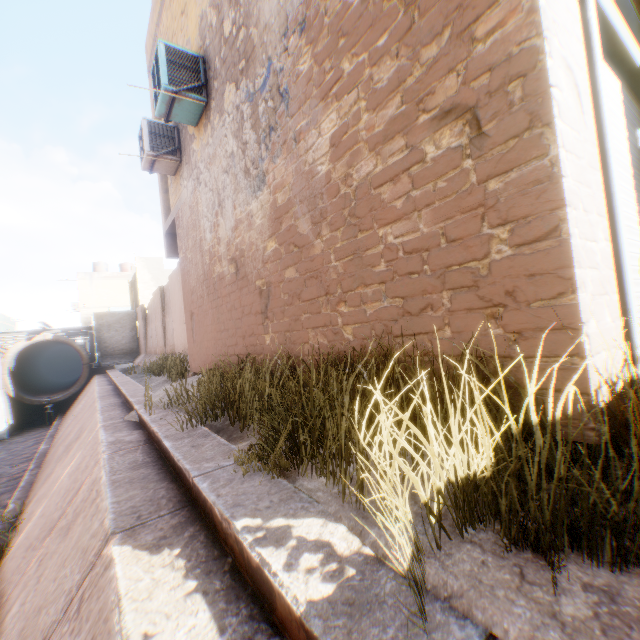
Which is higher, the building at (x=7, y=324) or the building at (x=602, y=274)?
the building at (x=7, y=324)

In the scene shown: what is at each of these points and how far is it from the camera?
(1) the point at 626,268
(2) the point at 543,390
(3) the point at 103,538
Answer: (1) rolling overhead door, 1.9 meters
(2) building, 1.7 meters
(3) concrete channel, 2.3 meters

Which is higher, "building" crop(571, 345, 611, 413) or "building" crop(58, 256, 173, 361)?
"building" crop(58, 256, 173, 361)

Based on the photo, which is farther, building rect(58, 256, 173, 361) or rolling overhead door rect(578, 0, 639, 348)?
building rect(58, 256, 173, 361)

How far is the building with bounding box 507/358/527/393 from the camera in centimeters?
179cm

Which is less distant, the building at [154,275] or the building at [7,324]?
the building at [154,275]
